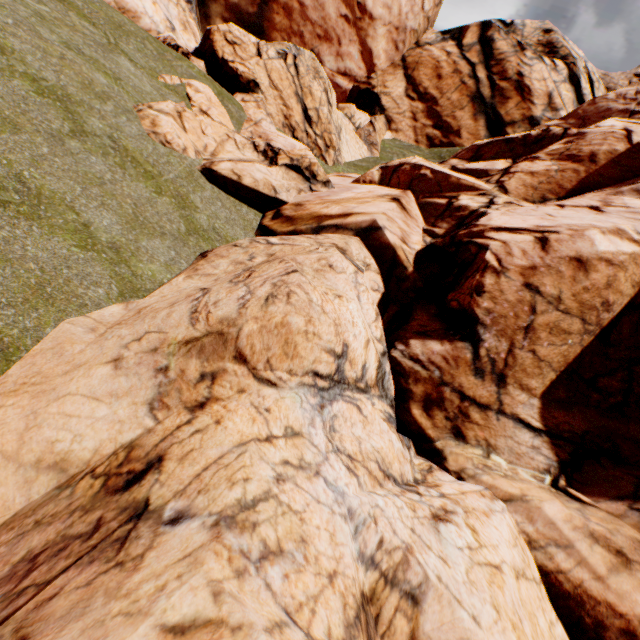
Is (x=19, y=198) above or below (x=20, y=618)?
above
